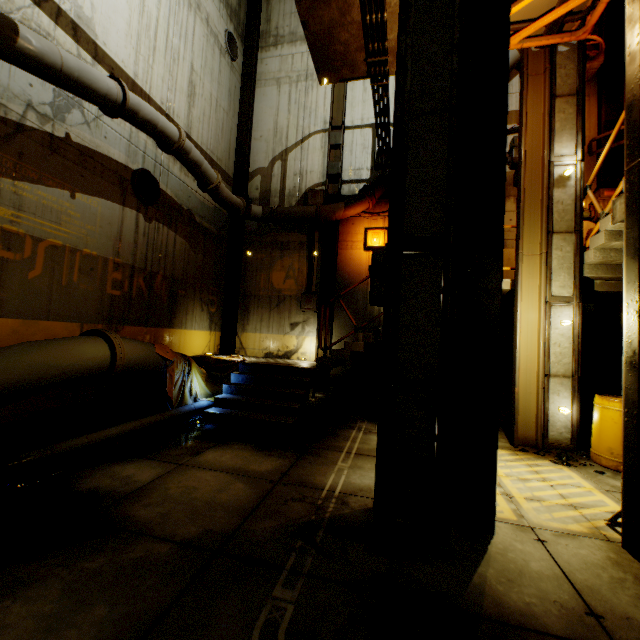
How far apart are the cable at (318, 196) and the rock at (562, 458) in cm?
882

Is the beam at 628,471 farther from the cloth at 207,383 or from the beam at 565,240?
the cloth at 207,383

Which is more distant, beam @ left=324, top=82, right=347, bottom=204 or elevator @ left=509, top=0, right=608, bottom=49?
beam @ left=324, top=82, right=347, bottom=204

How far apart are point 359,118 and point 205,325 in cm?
851

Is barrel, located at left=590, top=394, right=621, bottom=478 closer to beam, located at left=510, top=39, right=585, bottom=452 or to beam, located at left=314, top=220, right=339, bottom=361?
beam, located at left=510, top=39, right=585, bottom=452

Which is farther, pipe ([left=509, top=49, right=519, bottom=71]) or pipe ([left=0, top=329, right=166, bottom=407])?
pipe ([left=509, top=49, right=519, bottom=71])

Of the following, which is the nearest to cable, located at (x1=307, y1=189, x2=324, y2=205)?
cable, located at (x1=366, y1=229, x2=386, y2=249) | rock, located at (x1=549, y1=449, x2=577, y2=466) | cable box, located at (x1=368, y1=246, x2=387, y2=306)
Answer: cable, located at (x1=366, y1=229, x2=386, y2=249)

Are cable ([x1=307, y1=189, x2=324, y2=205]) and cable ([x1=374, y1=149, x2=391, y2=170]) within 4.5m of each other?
yes
